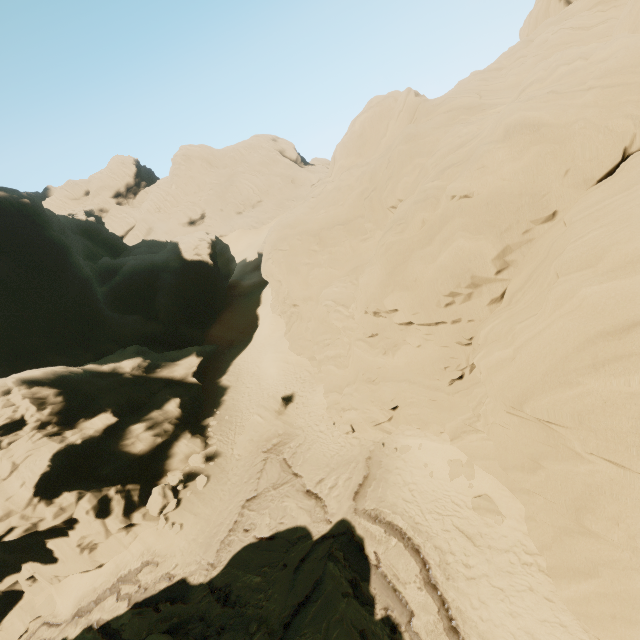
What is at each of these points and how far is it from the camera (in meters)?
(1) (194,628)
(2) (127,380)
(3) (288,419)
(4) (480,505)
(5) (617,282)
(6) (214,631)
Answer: (1) rock, 13.68
(2) rock, 27.11
(3) rock, 22.81
(4) rock, 12.77
(5) rock, 7.02
(6) rock, 13.29

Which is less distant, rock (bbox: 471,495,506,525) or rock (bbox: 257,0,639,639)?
rock (bbox: 257,0,639,639)

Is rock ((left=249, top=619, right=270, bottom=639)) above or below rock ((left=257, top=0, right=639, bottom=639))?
below

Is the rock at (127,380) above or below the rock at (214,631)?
above

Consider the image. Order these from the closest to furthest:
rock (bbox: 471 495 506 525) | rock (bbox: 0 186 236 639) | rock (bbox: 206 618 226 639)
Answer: rock (bbox: 471 495 506 525), rock (bbox: 206 618 226 639), rock (bbox: 0 186 236 639)

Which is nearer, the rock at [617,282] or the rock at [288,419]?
the rock at [617,282]

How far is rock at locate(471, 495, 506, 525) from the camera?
12.2m
